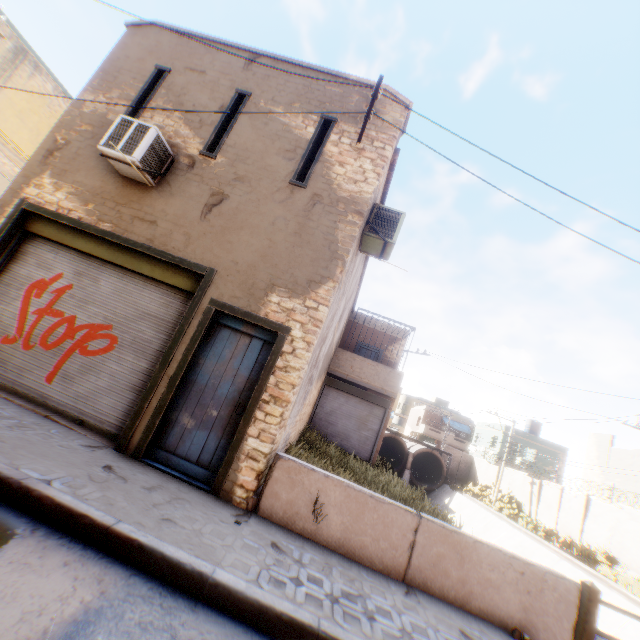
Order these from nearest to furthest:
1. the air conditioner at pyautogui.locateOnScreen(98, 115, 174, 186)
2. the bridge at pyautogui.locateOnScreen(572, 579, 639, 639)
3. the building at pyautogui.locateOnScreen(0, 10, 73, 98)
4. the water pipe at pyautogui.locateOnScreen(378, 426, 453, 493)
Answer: the bridge at pyautogui.locateOnScreen(572, 579, 639, 639), the air conditioner at pyautogui.locateOnScreen(98, 115, 174, 186), the building at pyautogui.locateOnScreen(0, 10, 73, 98), the water pipe at pyautogui.locateOnScreen(378, 426, 453, 493)

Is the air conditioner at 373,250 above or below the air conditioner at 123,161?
above

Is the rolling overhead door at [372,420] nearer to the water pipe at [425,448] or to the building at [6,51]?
the building at [6,51]

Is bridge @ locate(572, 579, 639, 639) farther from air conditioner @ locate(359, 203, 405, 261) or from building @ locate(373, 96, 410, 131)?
air conditioner @ locate(359, 203, 405, 261)

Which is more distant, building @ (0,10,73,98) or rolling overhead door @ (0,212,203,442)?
building @ (0,10,73,98)

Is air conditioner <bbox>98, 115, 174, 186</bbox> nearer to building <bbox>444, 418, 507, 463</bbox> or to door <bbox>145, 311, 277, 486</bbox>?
building <bbox>444, 418, 507, 463</bbox>

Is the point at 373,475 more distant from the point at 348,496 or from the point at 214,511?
the point at 214,511

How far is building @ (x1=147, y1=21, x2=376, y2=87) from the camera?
7.1 meters
